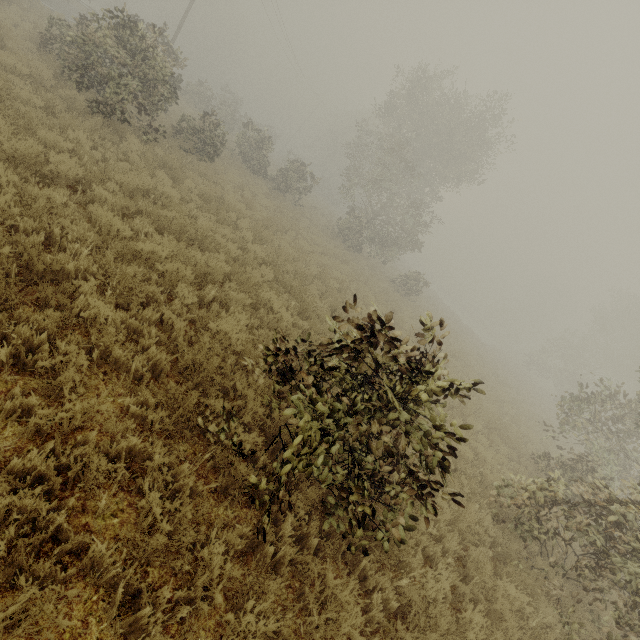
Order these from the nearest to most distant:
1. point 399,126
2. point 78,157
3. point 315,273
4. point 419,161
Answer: point 78,157 < point 315,273 < point 399,126 < point 419,161
